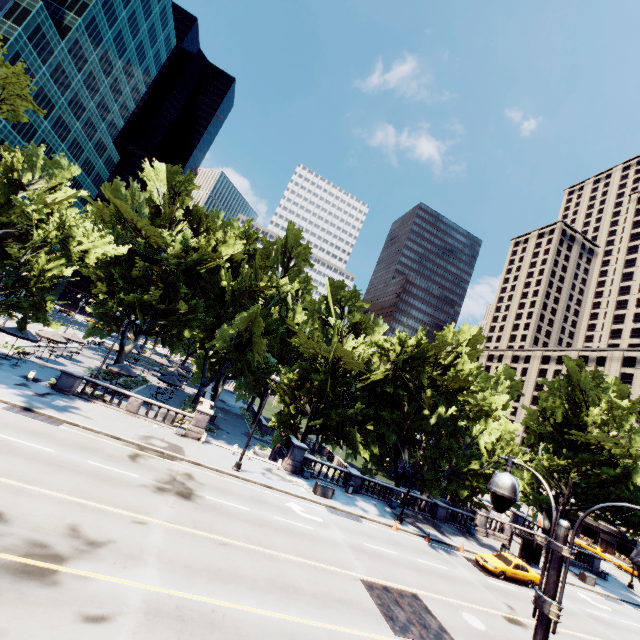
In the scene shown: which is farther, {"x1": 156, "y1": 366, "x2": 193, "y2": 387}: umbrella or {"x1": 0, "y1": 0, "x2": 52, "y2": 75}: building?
{"x1": 0, "y1": 0, "x2": 52, "y2": 75}: building

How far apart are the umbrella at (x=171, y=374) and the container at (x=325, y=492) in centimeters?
2358cm

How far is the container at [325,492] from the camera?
25.17m

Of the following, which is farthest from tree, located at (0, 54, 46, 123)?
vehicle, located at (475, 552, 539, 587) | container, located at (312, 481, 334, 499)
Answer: vehicle, located at (475, 552, 539, 587)

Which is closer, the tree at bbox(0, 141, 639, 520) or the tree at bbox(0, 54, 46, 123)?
the tree at bbox(0, 54, 46, 123)

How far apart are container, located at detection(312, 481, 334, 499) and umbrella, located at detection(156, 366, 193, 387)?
23.6 meters

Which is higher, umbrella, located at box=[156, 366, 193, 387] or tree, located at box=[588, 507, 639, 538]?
tree, located at box=[588, 507, 639, 538]

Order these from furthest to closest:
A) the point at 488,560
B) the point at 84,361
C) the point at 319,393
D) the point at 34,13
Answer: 1. the point at 34,13
2. the point at 84,361
3. the point at 319,393
4. the point at 488,560
